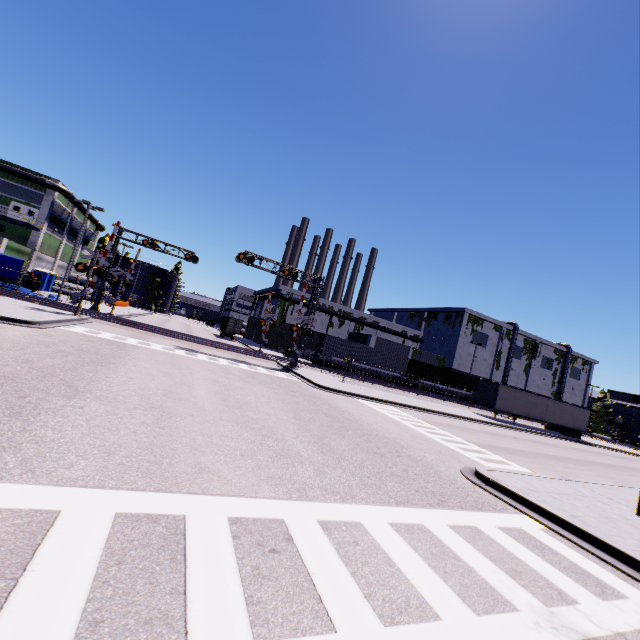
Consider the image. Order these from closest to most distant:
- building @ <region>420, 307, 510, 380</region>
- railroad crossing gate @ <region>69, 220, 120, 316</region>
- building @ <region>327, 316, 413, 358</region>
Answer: railroad crossing gate @ <region>69, 220, 120, 316</region>
building @ <region>327, 316, 413, 358</region>
building @ <region>420, 307, 510, 380</region>

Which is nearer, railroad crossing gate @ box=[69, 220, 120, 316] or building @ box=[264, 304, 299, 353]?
railroad crossing gate @ box=[69, 220, 120, 316]

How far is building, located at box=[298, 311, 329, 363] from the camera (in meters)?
49.91

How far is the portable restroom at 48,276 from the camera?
43.6 meters

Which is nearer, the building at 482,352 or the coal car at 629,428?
the coal car at 629,428

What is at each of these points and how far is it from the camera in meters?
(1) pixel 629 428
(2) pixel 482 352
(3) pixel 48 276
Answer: (1) coal car, 52.6 m
(2) building, 58.7 m
(3) portable restroom, 44.8 m

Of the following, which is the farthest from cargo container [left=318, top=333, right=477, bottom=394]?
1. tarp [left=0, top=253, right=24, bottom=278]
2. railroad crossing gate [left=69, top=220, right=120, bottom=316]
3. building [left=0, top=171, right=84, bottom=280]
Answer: railroad crossing gate [left=69, top=220, right=120, bottom=316]

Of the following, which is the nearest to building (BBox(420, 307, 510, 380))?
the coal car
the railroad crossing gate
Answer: the coal car
